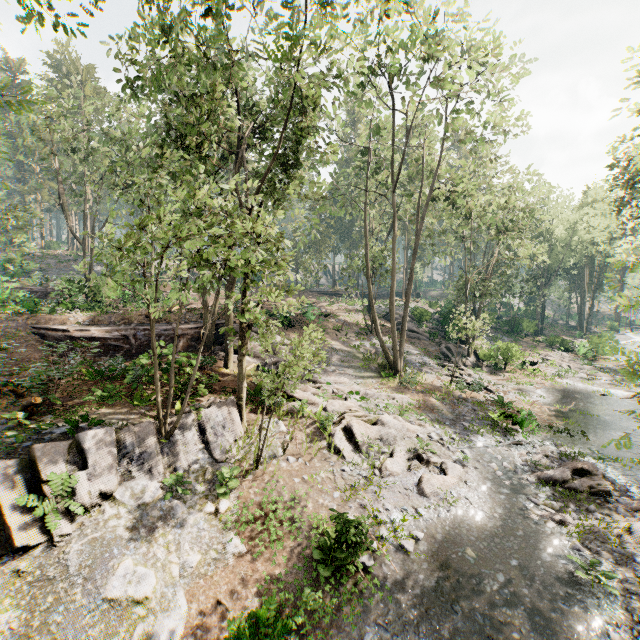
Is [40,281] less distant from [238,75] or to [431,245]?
[238,75]

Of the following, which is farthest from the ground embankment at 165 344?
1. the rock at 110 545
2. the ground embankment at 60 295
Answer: the ground embankment at 60 295

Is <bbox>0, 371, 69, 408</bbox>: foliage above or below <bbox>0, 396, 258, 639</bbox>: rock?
above

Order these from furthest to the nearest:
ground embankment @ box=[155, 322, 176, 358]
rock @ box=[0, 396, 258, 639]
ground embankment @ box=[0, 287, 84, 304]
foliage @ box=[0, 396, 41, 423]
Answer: ground embankment @ box=[0, 287, 84, 304]
ground embankment @ box=[155, 322, 176, 358]
foliage @ box=[0, 396, 41, 423]
rock @ box=[0, 396, 258, 639]

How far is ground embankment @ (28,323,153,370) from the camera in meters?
12.8 m

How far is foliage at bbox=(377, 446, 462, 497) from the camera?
11.83m

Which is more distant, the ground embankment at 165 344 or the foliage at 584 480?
the ground embankment at 165 344

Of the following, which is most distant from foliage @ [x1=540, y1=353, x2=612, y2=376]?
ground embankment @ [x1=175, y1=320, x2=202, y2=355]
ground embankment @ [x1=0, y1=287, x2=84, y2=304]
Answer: ground embankment @ [x1=0, y1=287, x2=84, y2=304]
